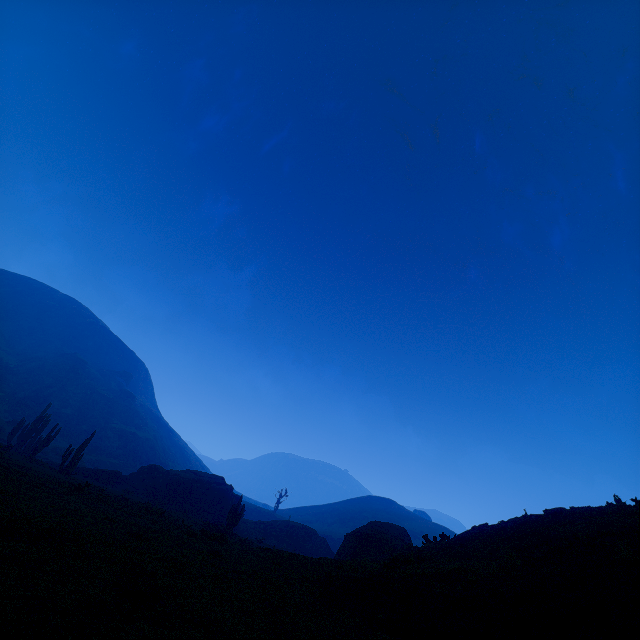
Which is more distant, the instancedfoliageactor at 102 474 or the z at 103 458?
the z at 103 458

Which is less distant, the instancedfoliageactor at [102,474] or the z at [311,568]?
the z at [311,568]

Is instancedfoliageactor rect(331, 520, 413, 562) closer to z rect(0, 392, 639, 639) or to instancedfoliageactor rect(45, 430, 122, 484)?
z rect(0, 392, 639, 639)

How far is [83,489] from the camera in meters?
15.7 m

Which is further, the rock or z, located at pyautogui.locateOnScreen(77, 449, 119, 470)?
z, located at pyautogui.locateOnScreen(77, 449, 119, 470)

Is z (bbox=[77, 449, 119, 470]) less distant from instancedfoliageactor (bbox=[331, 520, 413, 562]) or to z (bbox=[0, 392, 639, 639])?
Result: z (bbox=[0, 392, 639, 639])

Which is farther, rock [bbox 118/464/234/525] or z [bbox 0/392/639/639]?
rock [bbox 118/464/234/525]

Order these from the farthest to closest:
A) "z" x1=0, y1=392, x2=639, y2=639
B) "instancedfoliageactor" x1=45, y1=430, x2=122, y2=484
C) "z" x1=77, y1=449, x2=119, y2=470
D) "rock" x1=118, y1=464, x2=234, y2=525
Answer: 1. "z" x1=77, y1=449, x2=119, y2=470
2. "rock" x1=118, y1=464, x2=234, y2=525
3. "instancedfoliageactor" x1=45, y1=430, x2=122, y2=484
4. "z" x1=0, y1=392, x2=639, y2=639
